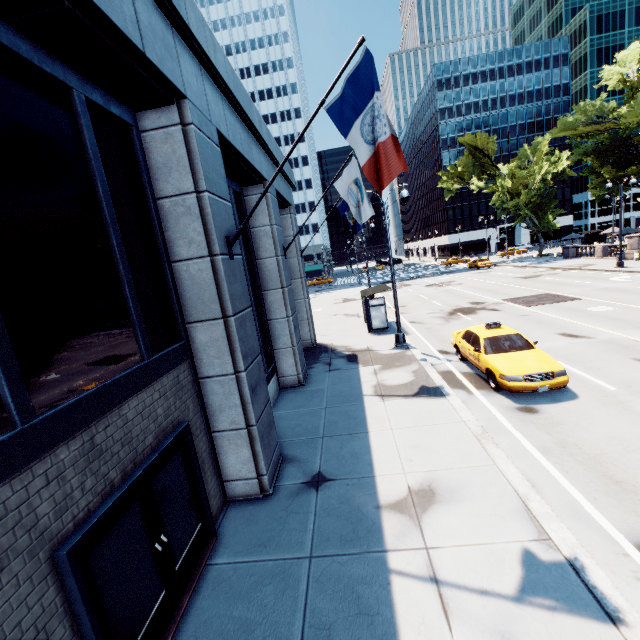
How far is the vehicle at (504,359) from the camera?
9.1m

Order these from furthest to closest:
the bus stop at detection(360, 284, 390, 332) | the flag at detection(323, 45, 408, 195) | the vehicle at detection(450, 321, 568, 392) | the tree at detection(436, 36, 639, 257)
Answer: the tree at detection(436, 36, 639, 257) → the bus stop at detection(360, 284, 390, 332) → the vehicle at detection(450, 321, 568, 392) → the flag at detection(323, 45, 408, 195)

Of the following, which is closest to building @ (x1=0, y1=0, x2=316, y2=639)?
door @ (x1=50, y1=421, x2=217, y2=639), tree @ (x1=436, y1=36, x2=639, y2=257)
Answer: door @ (x1=50, y1=421, x2=217, y2=639)

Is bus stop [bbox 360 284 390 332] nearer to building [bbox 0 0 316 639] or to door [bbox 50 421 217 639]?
building [bbox 0 0 316 639]

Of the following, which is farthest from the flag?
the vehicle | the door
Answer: the vehicle

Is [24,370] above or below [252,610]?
above

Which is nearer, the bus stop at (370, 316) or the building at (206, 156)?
the building at (206, 156)

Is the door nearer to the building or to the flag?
the building
